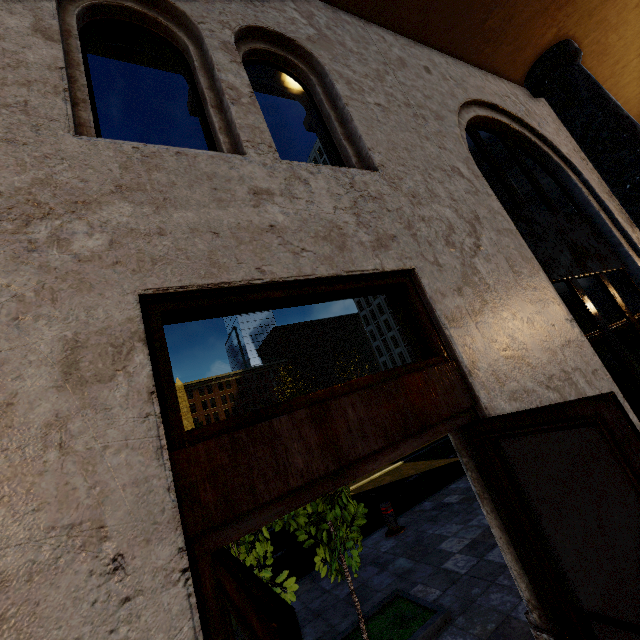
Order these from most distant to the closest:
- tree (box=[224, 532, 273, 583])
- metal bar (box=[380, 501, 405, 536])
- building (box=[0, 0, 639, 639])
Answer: metal bar (box=[380, 501, 405, 536])
tree (box=[224, 532, 273, 583])
building (box=[0, 0, 639, 639])

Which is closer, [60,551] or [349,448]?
[60,551]

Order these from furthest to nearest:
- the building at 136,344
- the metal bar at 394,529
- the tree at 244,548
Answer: the metal bar at 394,529, the tree at 244,548, the building at 136,344

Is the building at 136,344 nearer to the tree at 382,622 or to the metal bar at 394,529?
the tree at 382,622

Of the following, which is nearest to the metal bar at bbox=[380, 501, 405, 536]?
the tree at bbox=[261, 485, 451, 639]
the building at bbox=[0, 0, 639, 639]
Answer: the tree at bbox=[261, 485, 451, 639]

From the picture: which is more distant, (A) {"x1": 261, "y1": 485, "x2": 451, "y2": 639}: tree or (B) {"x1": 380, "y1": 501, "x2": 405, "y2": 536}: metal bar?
(B) {"x1": 380, "y1": 501, "x2": 405, "y2": 536}: metal bar

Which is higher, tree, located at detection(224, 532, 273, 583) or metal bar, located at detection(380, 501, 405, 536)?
tree, located at detection(224, 532, 273, 583)
